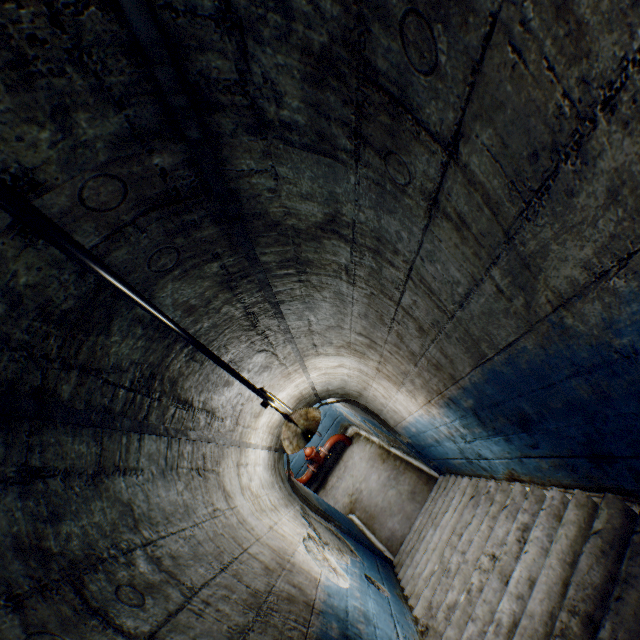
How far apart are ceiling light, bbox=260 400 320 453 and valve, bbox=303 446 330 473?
5.25m

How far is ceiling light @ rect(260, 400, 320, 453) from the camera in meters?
2.8

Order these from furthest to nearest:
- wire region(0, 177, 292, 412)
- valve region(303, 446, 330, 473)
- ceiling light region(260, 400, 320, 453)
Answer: valve region(303, 446, 330, 473), ceiling light region(260, 400, 320, 453), wire region(0, 177, 292, 412)

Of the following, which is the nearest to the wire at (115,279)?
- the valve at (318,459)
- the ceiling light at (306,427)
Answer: the ceiling light at (306,427)

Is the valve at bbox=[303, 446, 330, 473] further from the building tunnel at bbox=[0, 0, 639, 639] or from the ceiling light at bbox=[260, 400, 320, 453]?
the ceiling light at bbox=[260, 400, 320, 453]

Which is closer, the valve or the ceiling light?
the ceiling light

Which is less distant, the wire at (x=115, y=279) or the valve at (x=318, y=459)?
the wire at (x=115, y=279)

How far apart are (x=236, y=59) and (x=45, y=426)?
1.1 meters
